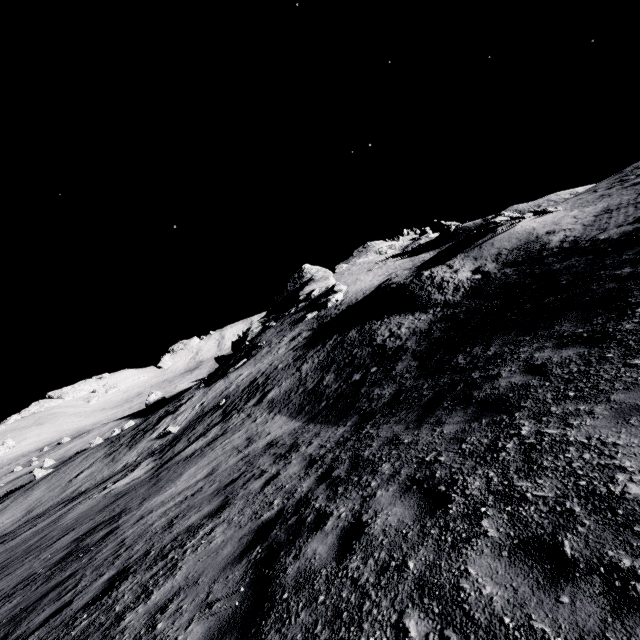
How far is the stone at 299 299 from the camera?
45.45m

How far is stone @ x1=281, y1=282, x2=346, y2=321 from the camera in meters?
45.4

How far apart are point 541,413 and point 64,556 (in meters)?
12.24

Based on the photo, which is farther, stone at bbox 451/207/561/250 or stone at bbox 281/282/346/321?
stone at bbox 281/282/346/321

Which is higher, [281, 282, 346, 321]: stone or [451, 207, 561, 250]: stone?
[281, 282, 346, 321]: stone

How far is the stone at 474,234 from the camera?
23.0m

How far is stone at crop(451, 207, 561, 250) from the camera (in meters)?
23.02
